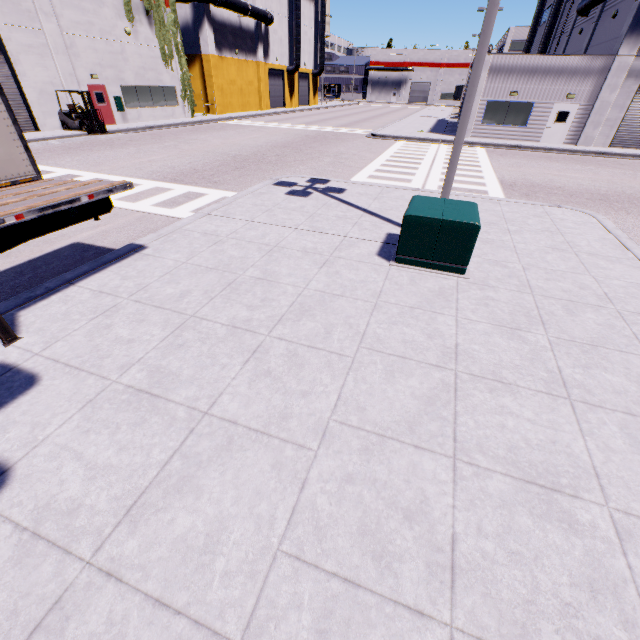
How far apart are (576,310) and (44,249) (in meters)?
10.52

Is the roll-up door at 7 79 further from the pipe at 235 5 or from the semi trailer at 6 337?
the pipe at 235 5

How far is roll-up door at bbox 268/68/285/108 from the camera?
43.0 meters

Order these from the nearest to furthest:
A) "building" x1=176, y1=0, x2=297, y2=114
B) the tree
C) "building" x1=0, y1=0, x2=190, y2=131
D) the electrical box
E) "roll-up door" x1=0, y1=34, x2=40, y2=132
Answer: the electrical box
"roll-up door" x1=0, y1=34, x2=40, y2=132
"building" x1=0, y1=0, x2=190, y2=131
the tree
"building" x1=176, y1=0, x2=297, y2=114

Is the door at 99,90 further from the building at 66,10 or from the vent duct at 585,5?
the vent duct at 585,5

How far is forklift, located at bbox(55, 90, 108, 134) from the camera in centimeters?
1920cm

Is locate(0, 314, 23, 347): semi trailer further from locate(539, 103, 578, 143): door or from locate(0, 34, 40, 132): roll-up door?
locate(539, 103, 578, 143): door

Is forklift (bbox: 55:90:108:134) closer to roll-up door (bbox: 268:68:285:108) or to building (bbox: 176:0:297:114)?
building (bbox: 176:0:297:114)
